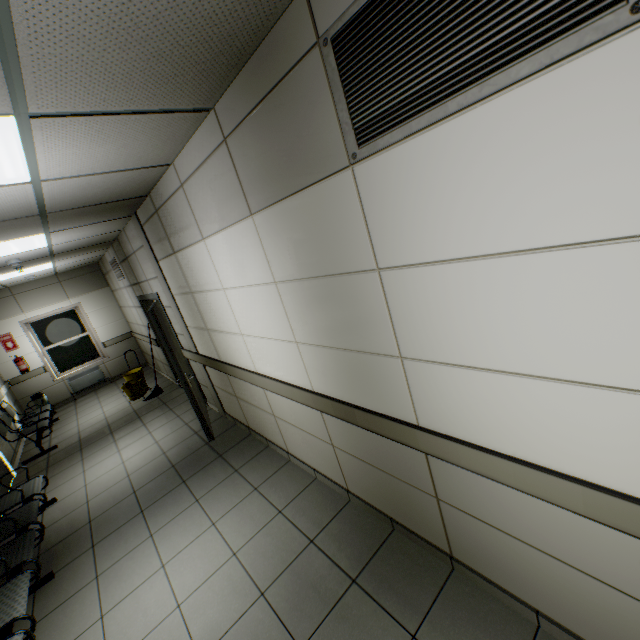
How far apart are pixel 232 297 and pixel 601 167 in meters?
2.8 m

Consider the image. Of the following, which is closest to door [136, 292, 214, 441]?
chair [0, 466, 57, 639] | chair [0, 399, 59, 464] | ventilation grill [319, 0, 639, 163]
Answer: chair [0, 466, 57, 639]

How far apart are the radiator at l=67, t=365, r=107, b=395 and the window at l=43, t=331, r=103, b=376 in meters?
0.1

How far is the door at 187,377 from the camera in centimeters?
418cm

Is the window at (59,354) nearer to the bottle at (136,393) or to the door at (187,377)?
the bottle at (136,393)

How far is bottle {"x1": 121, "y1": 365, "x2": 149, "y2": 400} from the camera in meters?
7.0

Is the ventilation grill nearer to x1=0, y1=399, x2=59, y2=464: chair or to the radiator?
x1=0, y1=399, x2=59, y2=464: chair

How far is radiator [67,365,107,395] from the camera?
8.8m
